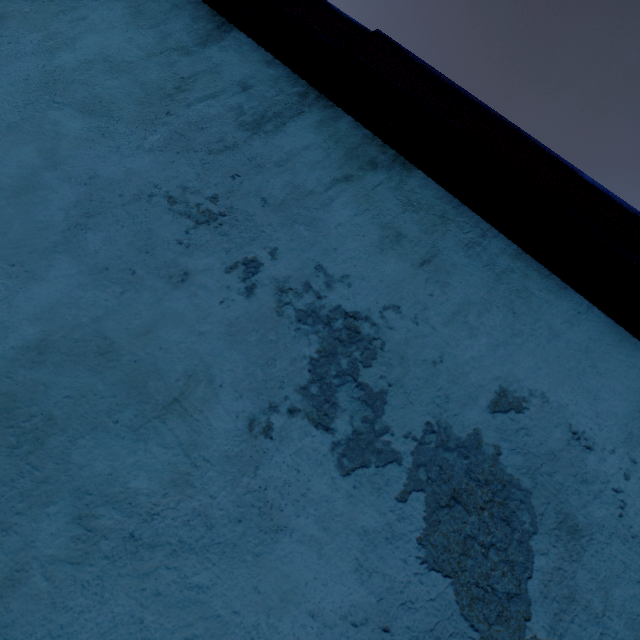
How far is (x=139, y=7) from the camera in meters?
1.2
